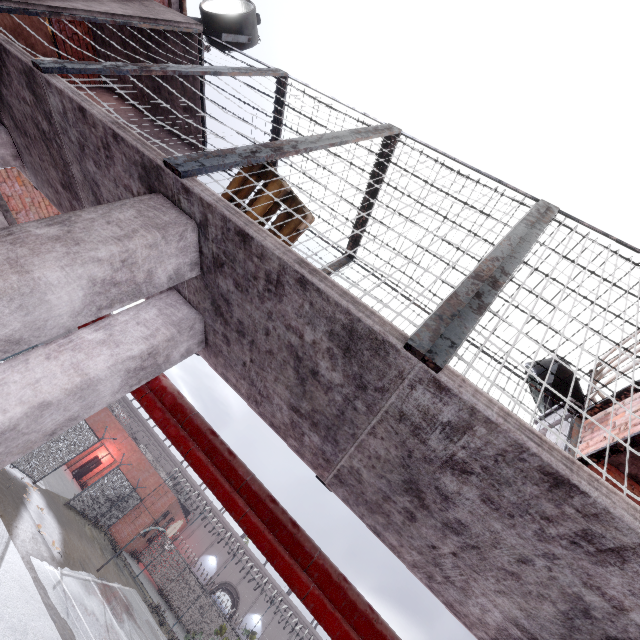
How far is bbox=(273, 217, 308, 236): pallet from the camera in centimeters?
260cm

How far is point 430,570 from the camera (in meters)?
2.42

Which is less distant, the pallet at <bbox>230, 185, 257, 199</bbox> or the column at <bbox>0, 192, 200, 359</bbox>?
the column at <bbox>0, 192, 200, 359</bbox>

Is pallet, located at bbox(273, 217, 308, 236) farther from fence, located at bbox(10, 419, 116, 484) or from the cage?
fence, located at bbox(10, 419, 116, 484)

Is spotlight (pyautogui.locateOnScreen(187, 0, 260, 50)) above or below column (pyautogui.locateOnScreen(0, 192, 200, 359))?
above

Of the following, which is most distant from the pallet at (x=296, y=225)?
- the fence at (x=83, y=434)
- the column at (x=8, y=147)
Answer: the fence at (x=83, y=434)

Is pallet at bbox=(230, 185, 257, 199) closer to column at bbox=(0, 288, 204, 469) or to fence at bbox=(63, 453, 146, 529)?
column at bbox=(0, 288, 204, 469)

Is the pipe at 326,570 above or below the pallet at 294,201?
below
